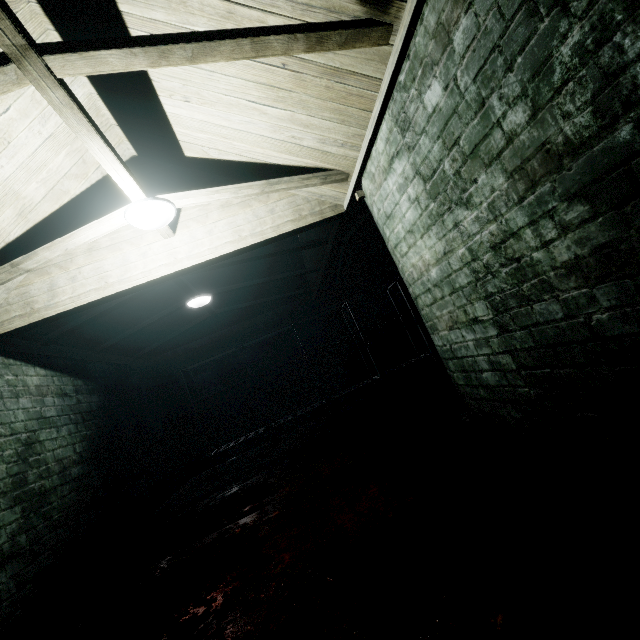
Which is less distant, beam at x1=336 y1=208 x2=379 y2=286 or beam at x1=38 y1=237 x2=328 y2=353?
beam at x1=38 y1=237 x2=328 y2=353

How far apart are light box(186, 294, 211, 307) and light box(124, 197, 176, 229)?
1.8m

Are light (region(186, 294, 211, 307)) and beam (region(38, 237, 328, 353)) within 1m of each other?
yes

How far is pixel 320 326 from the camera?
6.02m

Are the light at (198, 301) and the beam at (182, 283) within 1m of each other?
yes

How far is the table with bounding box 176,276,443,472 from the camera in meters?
5.0

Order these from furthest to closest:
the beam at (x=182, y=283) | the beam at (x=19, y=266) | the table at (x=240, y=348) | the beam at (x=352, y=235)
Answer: the table at (x=240, y=348), the beam at (x=352, y=235), the beam at (x=182, y=283), the beam at (x=19, y=266)

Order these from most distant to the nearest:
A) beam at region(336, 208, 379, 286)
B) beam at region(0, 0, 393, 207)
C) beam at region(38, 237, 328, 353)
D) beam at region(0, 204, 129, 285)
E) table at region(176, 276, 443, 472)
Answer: table at region(176, 276, 443, 472)
beam at region(336, 208, 379, 286)
beam at region(38, 237, 328, 353)
beam at region(0, 204, 129, 285)
beam at region(0, 0, 393, 207)
